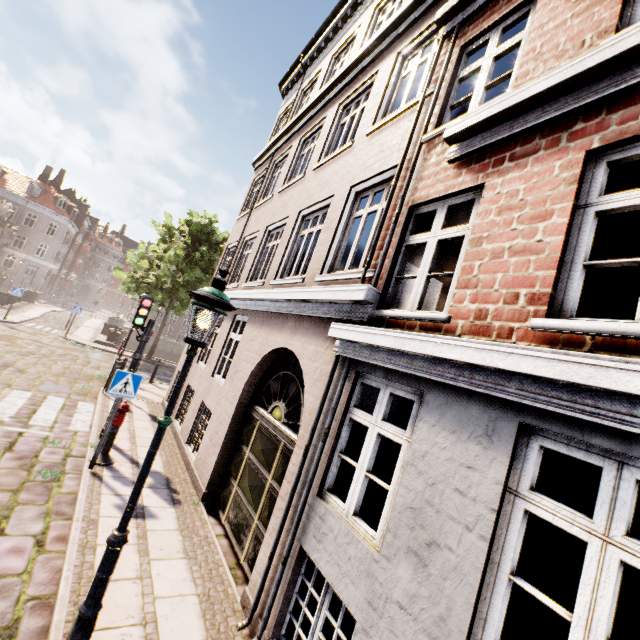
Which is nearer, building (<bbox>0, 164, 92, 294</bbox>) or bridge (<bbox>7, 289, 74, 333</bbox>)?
bridge (<bbox>7, 289, 74, 333</bbox>)

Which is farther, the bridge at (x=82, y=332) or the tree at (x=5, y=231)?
the tree at (x=5, y=231)

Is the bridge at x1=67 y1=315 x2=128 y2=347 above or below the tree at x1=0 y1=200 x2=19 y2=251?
below

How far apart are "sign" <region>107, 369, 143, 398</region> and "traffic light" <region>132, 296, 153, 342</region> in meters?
1.7 m

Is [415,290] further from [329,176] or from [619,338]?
[329,176]

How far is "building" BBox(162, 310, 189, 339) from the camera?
50.1m

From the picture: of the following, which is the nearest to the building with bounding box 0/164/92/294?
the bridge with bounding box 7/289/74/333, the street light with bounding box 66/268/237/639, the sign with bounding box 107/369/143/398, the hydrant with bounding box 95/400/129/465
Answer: the bridge with bounding box 7/289/74/333

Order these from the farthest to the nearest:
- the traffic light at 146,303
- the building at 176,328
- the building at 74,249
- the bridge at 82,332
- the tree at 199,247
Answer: the building at 176,328, the building at 74,249, the bridge at 82,332, the tree at 199,247, the traffic light at 146,303
